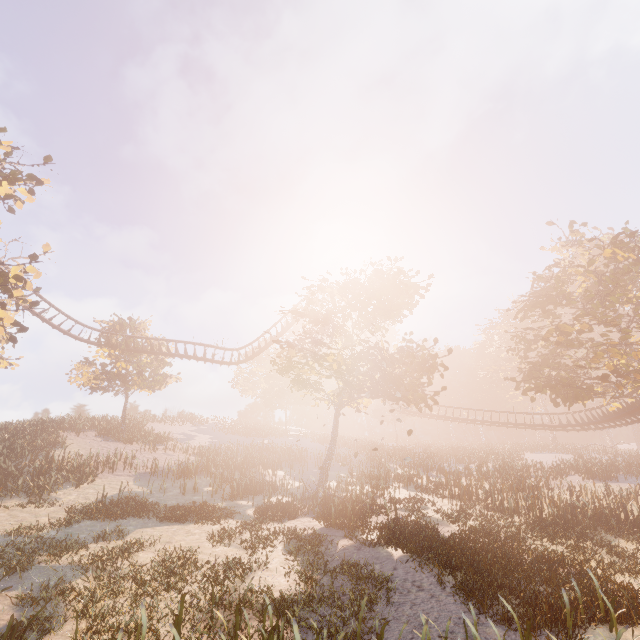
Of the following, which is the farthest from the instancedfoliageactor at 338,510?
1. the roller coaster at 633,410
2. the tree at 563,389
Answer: A: the roller coaster at 633,410

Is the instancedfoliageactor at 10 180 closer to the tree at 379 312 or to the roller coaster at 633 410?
the roller coaster at 633 410

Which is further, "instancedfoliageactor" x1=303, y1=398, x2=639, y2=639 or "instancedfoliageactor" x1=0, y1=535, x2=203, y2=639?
"instancedfoliageactor" x1=303, y1=398, x2=639, y2=639

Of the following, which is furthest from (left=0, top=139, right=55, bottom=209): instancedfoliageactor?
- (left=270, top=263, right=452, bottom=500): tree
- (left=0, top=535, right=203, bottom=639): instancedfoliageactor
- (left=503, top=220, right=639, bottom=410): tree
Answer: (left=503, top=220, right=639, bottom=410): tree

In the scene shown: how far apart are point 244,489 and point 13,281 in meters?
16.4 m

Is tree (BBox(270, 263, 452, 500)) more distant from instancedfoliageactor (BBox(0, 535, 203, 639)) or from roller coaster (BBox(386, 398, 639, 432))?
instancedfoliageactor (BBox(0, 535, 203, 639))

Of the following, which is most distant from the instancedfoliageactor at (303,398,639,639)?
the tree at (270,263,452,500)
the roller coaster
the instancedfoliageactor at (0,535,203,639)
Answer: the instancedfoliageactor at (0,535,203,639)

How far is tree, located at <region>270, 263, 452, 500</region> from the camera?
18.5 meters
